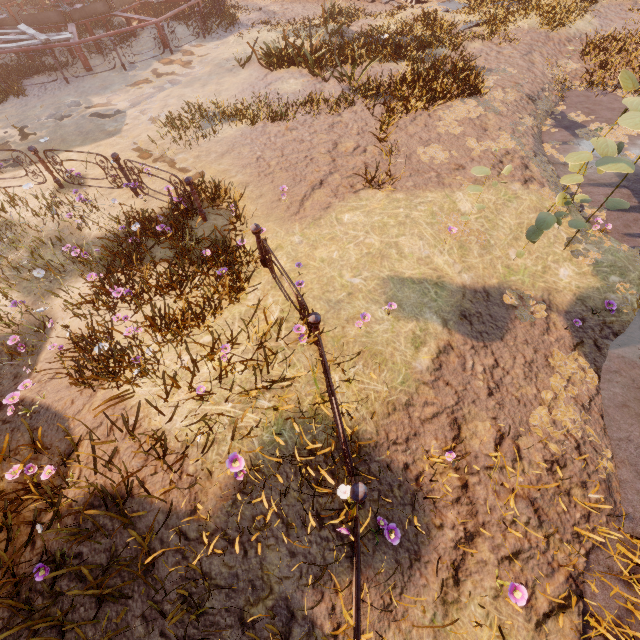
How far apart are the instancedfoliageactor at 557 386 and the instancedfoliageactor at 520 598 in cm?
174

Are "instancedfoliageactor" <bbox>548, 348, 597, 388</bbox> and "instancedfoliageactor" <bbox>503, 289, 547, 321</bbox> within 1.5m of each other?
yes

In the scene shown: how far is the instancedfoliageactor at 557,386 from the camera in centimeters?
432cm

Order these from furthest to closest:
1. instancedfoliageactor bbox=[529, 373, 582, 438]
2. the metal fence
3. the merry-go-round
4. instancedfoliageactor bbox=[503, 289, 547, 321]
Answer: the merry-go-round < instancedfoliageactor bbox=[503, 289, 547, 321] < instancedfoliageactor bbox=[529, 373, 582, 438] < the metal fence

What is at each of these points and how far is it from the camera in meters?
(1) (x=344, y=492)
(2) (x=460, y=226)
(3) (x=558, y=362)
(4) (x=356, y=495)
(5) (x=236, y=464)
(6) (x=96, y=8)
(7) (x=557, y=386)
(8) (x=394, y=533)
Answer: (1) instancedfoliageactor, 3.4
(2) instancedfoliageactor, 6.2
(3) instancedfoliageactor, 4.9
(4) metal fence, 2.9
(5) instancedfoliageactor, 3.2
(6) merry-go-round, 12.9
(7) instancedfoliageactor, 4.7
(8) instancedfoliageactor, 3.4

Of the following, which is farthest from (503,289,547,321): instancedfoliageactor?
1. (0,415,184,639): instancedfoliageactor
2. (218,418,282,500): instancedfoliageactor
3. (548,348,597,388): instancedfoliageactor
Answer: (0,415,184,639): instancedfoliageactor

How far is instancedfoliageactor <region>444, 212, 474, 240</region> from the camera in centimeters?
570cm

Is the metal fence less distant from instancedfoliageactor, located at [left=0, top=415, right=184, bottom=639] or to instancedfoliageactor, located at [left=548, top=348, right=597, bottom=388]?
instancedfoliageactor, located at [left=548, top=348, right=597, bottom=388]
